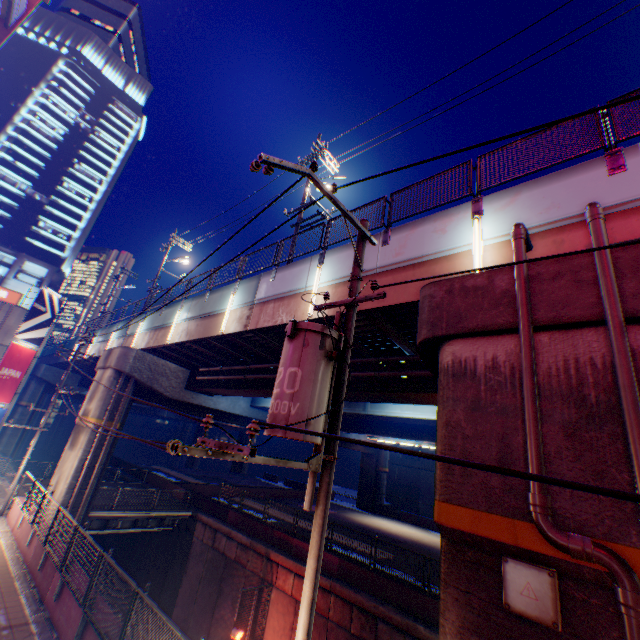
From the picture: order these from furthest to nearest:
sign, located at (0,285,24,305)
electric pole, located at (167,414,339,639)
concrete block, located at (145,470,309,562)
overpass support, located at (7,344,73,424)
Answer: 1. overpass support, located at (7,344,73,424)
2. sign, located at (0,285,24,305)
3. concrete block, located at (145,470,309,562)
4. electric pole, located at (167,414,339,639)

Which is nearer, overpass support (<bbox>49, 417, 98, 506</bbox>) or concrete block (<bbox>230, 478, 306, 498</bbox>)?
overpass support (<bbox>49, 417, 98, 506</bbox>)

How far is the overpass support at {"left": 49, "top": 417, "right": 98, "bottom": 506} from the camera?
16.4m

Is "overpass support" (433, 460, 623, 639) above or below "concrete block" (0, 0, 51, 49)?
below

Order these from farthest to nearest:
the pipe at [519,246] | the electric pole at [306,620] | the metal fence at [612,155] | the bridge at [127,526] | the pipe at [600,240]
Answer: the bridge at [127,526] → the metal fence at [612,155] → the pipe at [519,246] → the pipe at [600,240] → the electric pole at [306,620]

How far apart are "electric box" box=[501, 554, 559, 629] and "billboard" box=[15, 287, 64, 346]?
32.35m

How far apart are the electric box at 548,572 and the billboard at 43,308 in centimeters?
3235cm

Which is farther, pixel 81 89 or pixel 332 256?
pixel 81 89
